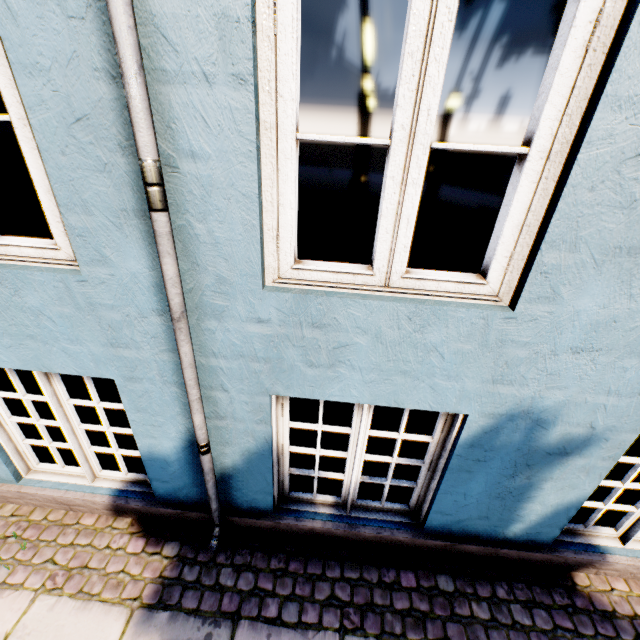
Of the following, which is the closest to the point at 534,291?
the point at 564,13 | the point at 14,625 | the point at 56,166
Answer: the point at 564,13
